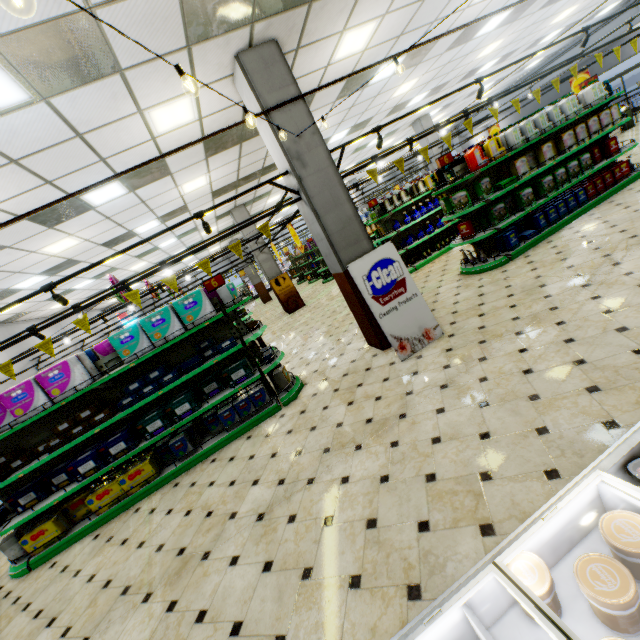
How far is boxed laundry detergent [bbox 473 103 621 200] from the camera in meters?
6.5 m

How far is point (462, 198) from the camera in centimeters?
646cm

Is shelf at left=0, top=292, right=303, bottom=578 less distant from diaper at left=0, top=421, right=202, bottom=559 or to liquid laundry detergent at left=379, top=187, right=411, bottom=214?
diaper at left=0, top=421, right=202, bottom=559

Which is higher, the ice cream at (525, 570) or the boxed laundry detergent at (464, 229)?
the boxed laundry detergent at (464, 229)

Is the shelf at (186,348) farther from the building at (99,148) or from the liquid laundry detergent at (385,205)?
the liquid laundry detergent at (385,205)

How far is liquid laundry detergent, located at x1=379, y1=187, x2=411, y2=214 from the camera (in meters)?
9.59

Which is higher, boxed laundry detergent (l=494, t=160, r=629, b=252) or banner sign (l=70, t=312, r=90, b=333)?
banner sign (l=70, t=312, r=90, b=333)

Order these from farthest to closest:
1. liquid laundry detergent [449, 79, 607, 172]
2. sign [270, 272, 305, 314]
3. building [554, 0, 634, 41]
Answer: sign [270, 272, 305, 314] < building [554, 0, 634, 41] < liquid laundry detergent [449, 79, 607, 172]
